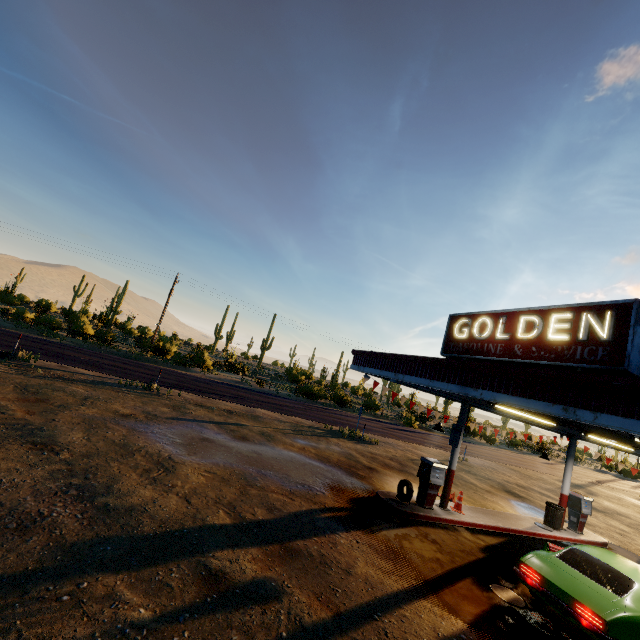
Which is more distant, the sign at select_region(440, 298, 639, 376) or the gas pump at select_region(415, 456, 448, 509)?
the gas pump at select_region(415, 456, 448, 509)

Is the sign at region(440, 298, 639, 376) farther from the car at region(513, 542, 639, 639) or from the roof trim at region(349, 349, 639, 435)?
the car at region(513, 542, 639, 639)

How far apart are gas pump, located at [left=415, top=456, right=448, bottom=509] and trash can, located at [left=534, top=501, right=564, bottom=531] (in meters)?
5.30

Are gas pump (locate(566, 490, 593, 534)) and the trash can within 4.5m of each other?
yes

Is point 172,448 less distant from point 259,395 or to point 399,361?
point 399,361

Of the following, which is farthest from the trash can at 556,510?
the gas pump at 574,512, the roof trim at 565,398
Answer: the roof trim at 565,398

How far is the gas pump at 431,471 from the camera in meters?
10.8

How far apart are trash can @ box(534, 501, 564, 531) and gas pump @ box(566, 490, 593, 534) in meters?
0.9 m
